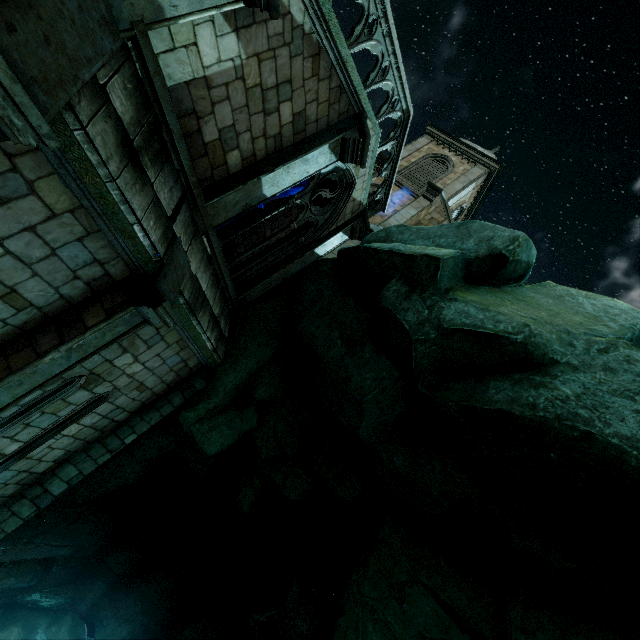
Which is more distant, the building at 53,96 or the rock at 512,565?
the rock at 512,565

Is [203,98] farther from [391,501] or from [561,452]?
[391,501]

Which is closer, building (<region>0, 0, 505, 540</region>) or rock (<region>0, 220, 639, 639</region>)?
building (<region>0, 0, 505, 540</region>)
